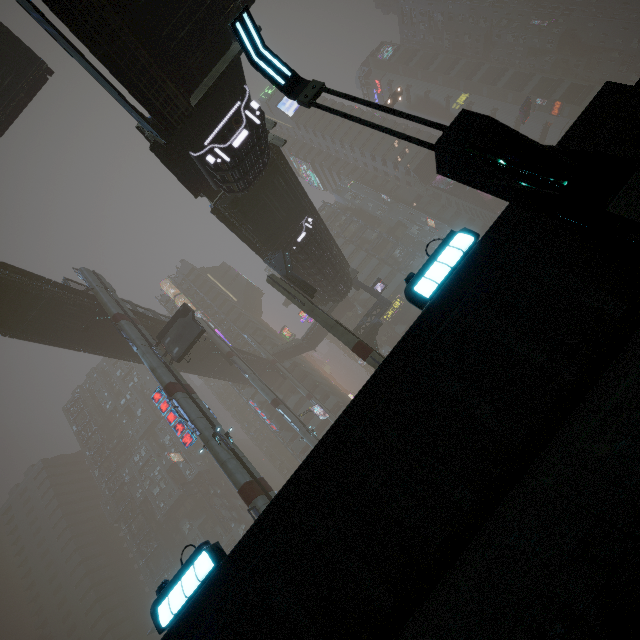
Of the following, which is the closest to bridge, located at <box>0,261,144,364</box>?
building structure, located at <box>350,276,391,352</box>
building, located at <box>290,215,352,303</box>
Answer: building, located at <box>290,215,352,303</box>

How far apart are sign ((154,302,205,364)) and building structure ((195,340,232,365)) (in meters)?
14.76

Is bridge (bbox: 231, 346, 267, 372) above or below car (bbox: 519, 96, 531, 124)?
above

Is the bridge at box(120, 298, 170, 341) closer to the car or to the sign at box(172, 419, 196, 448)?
the sign at box(172, 419, 196, 448)

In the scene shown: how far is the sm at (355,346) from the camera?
18.0 meters

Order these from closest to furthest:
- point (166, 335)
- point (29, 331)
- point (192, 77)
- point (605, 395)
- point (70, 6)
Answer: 1. point (605, 395)
2. point (70, 6)
3. point (192, 77)
4. point (166, 335)
5. point (29, 331)

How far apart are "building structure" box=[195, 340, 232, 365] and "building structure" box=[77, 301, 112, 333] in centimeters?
1465cm

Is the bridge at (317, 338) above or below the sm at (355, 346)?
above
